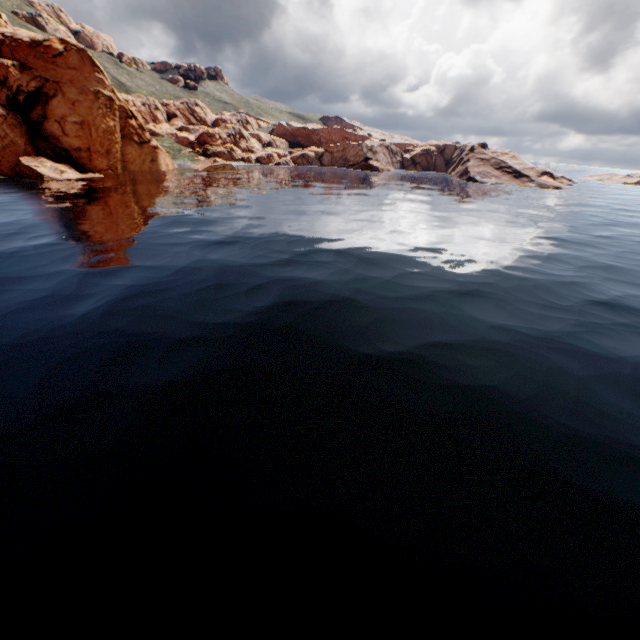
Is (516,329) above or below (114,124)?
below
